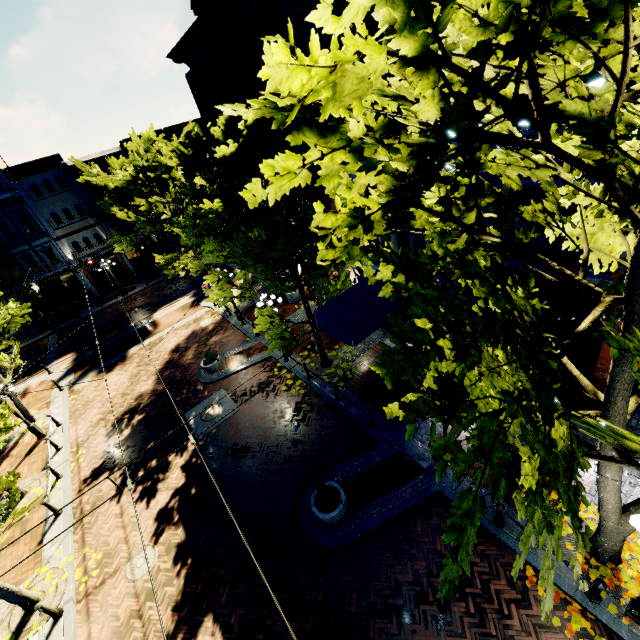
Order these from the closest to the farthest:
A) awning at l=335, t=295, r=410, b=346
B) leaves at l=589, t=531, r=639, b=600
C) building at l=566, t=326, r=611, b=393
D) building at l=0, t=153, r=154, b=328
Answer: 1. leaves at l=589, t=531, r=639, b=600
2. building at l=566, t=326, r=611, b=393
3. awning at l=335, t=295, r=410, b=346
4. building at l=0, t=153, r=154, b=328

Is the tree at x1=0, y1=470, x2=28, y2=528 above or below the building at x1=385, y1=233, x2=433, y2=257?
below

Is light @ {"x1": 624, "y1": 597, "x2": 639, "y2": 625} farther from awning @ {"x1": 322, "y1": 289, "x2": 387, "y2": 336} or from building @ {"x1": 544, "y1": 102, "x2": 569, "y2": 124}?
building @ {"x1": 544, "y1": 102, "x2": 569, "y2": 124}

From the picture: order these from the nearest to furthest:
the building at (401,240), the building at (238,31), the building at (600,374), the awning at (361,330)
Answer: the building at (600,374) → the building at (238,31) → the awning at (361,330) → the building at (401,240)

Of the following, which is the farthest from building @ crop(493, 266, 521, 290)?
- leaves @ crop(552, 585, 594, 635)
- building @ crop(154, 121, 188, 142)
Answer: building @ crop(154, 121, 188, 142)

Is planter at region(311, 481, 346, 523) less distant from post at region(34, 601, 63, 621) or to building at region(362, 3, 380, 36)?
post at region(34, 601, 63, 621)

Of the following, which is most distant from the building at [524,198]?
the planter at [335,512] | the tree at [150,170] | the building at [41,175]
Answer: the planter at [335,512]

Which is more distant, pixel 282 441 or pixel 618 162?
pixel 282 441
